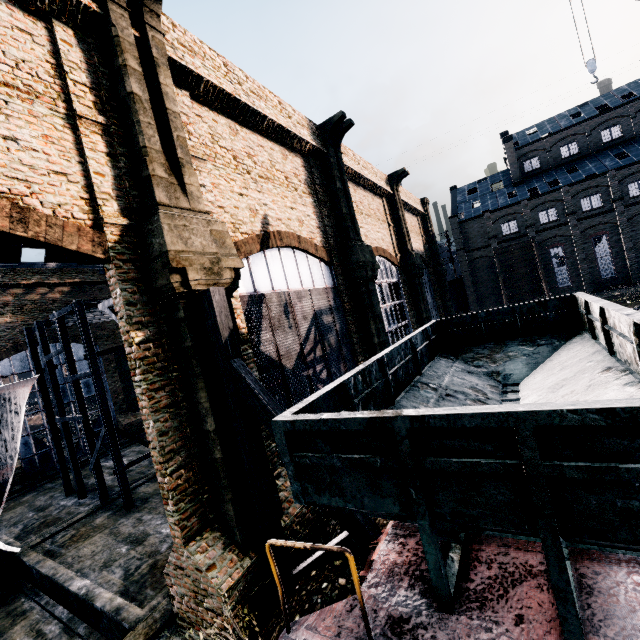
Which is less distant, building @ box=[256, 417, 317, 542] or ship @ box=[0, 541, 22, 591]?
building @ box=[256, 417, 317, 542]

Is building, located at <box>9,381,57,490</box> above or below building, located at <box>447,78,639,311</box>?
below

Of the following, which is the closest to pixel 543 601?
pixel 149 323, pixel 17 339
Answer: pixel 149 323

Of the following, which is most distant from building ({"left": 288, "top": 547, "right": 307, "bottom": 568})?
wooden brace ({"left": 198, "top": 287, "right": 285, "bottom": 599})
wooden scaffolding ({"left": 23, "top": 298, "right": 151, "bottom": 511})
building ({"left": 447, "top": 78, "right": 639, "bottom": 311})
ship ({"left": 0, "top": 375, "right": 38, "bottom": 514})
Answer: building ({"left": 447, "top": 78, "right": 639, "bottom": 311})

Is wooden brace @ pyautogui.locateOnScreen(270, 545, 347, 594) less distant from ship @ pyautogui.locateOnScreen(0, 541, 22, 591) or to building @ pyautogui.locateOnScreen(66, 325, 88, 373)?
building @ pyautogui.locateOnScreen(66, 325, 88, 373)

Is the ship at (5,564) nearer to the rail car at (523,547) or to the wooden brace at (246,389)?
the wooden brace at (246,389)

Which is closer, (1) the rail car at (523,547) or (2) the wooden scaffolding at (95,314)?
(1) the rail car at (523,547)
